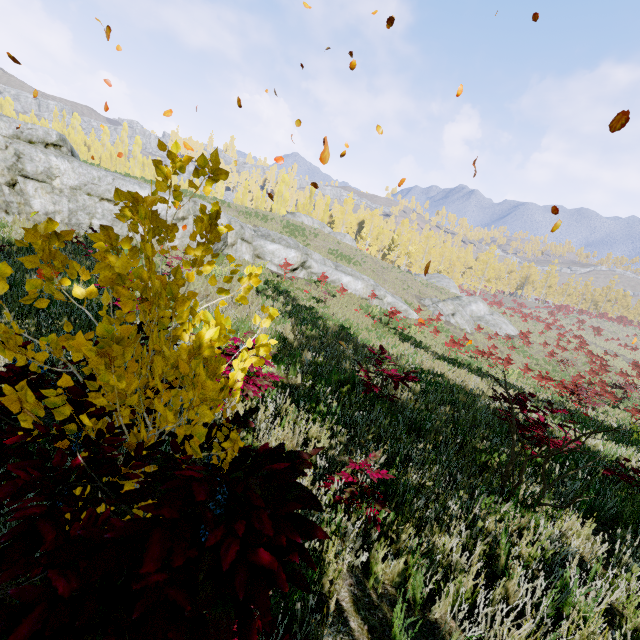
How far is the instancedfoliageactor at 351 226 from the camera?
55.9 meters

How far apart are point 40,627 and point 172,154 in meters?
1.7 m

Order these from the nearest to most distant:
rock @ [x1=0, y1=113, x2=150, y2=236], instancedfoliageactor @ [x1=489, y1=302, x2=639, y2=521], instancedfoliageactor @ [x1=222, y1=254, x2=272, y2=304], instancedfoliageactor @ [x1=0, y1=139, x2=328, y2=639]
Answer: instancedfoliageactor @ [x1=0, y1=139, x2=328, y2=639]
instancedfoliageactor @ [x1=222, y1=254, x2=272, y2=304]
instancedfoliageactor @ [x1=489, y1=302, x2=639, y2=521]
rock @ [x1=0, y1=113, x2=150, y2=236]

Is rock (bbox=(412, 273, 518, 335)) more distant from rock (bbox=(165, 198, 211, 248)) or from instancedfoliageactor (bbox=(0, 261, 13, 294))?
instancedfoliageactor (bbox=(0, 261, 13, 294))

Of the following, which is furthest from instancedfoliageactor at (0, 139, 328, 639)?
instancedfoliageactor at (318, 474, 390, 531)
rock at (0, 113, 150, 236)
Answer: rock at (0, 113, 150, 236)

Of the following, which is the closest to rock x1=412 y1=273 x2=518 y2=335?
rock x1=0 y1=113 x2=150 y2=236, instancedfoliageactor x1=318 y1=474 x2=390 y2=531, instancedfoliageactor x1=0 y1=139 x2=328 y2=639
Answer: rock x1=0 y1=113 x2=150 y2=236
